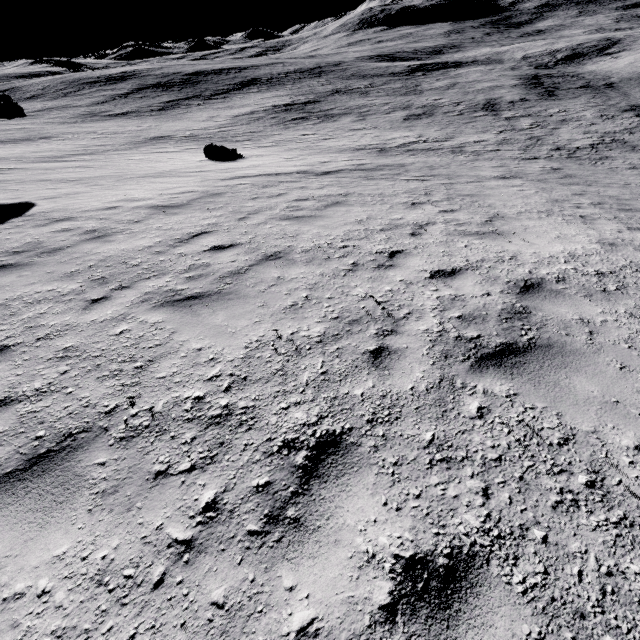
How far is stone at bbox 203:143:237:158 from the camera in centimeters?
1834cm

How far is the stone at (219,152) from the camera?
18.34m

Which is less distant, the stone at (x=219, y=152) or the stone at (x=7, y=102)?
the stone at (x=7, y=102)

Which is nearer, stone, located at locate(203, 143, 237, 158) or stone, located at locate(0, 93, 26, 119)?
stone, located at locate(0, 93, 26, 119)

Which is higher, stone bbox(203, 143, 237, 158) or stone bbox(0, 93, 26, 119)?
stone bbox(0, 93, 26, 119)

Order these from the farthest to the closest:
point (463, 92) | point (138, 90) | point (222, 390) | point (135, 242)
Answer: point (138, 90)
point (463, 92)
point (135, 242)
point (222, 390)
